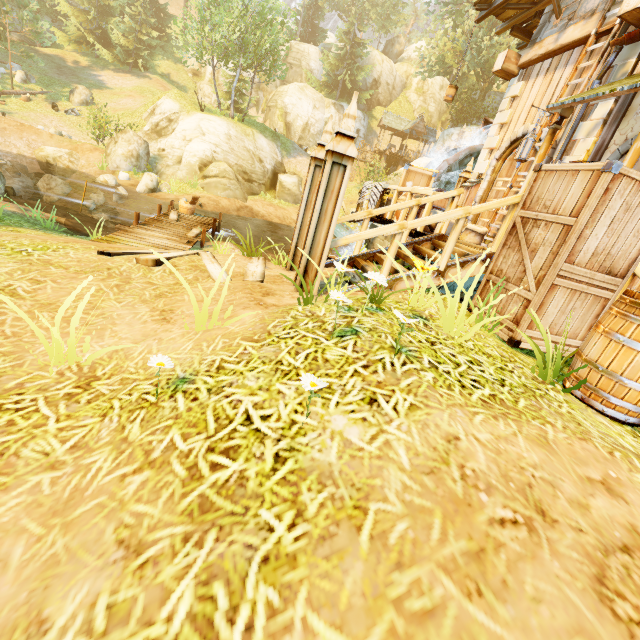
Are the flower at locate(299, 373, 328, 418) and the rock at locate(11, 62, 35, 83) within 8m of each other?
no

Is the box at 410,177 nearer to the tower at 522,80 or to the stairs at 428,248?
the tower at 522,80

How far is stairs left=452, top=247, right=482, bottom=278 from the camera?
→ 4.7 meters

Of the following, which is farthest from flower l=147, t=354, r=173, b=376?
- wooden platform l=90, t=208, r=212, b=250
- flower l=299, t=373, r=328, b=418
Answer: wooden platform l=90, t=208, r=212, b=250

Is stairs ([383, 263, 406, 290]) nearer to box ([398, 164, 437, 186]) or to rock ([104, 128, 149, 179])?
box ([398, 164, 437, 186])

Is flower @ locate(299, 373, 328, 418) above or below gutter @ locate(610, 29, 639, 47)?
below

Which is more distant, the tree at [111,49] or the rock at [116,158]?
the tree at [111,49]

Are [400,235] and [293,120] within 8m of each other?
no
